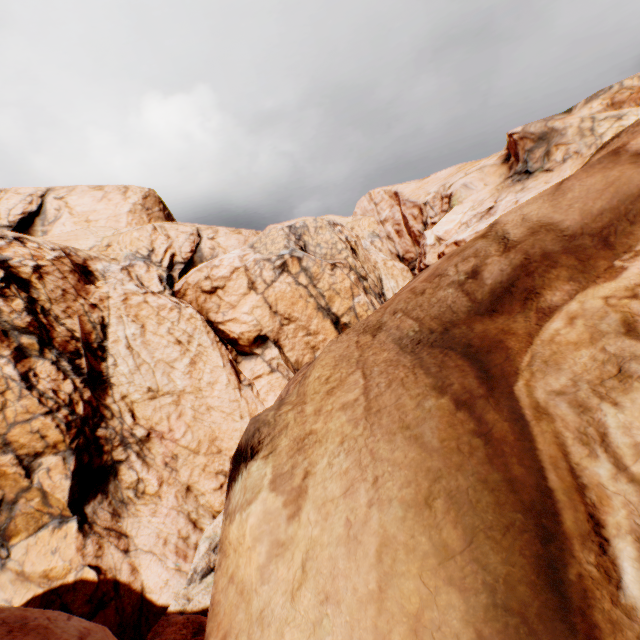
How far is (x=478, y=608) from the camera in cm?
177
